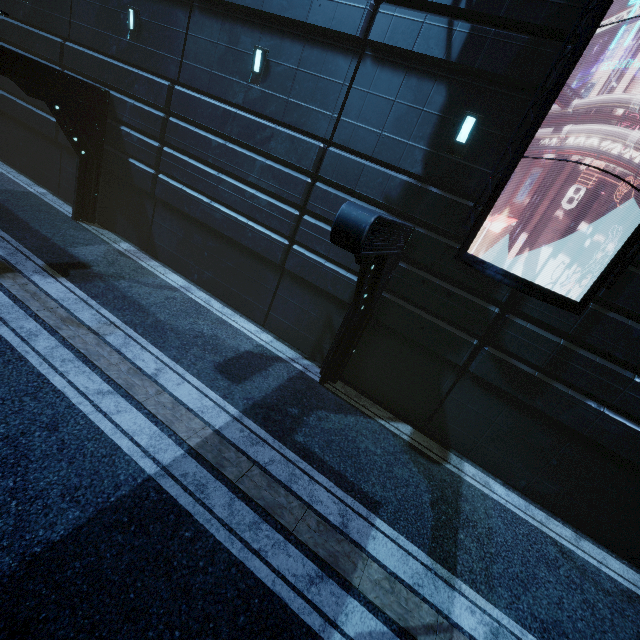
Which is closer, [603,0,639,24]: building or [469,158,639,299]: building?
[603,0,639,24]: building

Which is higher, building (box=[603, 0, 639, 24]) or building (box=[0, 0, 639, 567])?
building (box=[603, 0, 639, 24])

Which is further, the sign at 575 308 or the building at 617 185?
the building at 617 185

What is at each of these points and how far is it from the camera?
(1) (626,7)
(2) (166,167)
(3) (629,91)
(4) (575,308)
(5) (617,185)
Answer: (1) building, 5.8m
(2) building, 11.1m
(3) building, 6.0m
(4) sign, 6.5m
(5) building, 6.4m

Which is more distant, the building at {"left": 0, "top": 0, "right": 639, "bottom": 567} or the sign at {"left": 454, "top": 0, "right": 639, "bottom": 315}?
the building at {"left": 0, "top": 0, "right": 639, "bottom": 567}

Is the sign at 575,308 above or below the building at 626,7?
below
